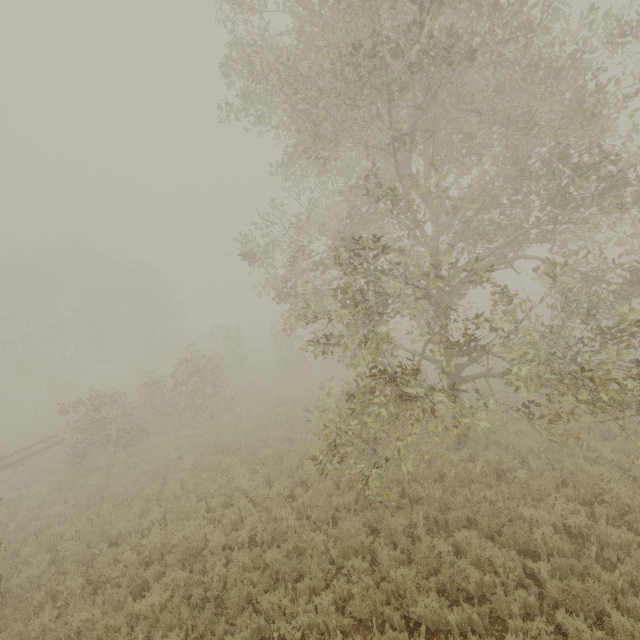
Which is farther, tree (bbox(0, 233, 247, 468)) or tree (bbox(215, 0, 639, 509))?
tree (bbox(0, 233, 247, 468))

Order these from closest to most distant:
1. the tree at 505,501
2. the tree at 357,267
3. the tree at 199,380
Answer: the tree at 357,267 < the tree at 505,501 < the tree at 199,380

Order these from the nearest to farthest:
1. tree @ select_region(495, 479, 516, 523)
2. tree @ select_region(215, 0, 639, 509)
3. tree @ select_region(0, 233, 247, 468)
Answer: tree @ select_region(215, 0, 639, 509) → tree @ select_region(495, 479, 516, 523) → tree @ select_region(0, 233, 247, 468)

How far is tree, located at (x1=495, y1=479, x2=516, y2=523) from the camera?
7.1m

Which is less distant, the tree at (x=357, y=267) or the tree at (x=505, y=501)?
the tree at (x=357, y=267)

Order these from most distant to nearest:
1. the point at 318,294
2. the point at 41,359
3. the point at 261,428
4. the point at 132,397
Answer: the point at 41,359 → the point at 132,397 → the point at 261,428 → the point at 318,294

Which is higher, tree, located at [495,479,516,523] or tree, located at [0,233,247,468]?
tree, located at [0,233,247,468]

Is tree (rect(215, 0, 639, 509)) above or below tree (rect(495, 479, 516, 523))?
above
